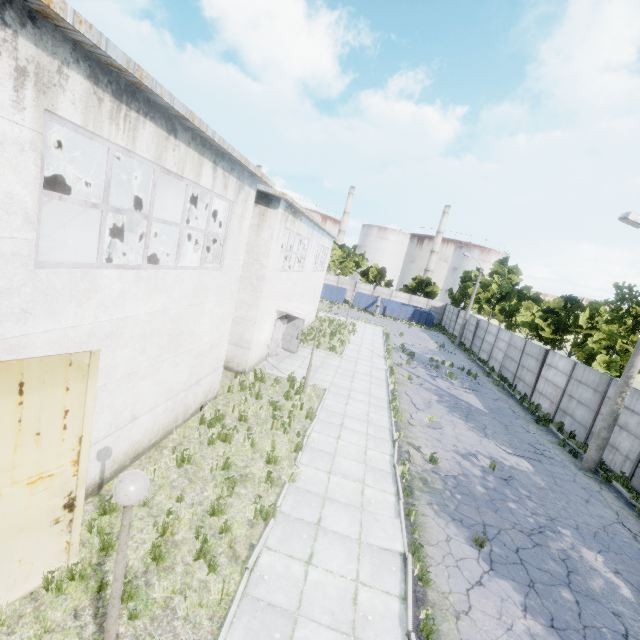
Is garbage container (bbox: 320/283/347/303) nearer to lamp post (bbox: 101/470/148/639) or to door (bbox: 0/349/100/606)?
door (bbox: 0/349/100/606)

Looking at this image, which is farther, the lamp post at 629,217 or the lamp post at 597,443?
the lamp post at 597,443

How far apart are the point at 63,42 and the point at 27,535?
6.7m

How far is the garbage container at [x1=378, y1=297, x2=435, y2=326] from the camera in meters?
45.8 m

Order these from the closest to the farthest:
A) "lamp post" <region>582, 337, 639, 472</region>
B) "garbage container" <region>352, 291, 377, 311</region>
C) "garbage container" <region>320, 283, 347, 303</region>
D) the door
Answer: the door → "lamp post" <region>582, 337, 639, 472</region> → "garbage container" <region>352, 291, 377, 311</region> → "garbage container" <region>320, 283, 347, 303</region>

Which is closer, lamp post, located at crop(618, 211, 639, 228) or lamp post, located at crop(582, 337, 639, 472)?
lamp post, located at crop(618, 211, 639, 228)

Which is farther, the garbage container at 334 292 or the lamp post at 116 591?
the garbage container at 334 292

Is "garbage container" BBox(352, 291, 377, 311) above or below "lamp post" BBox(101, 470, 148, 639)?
below
